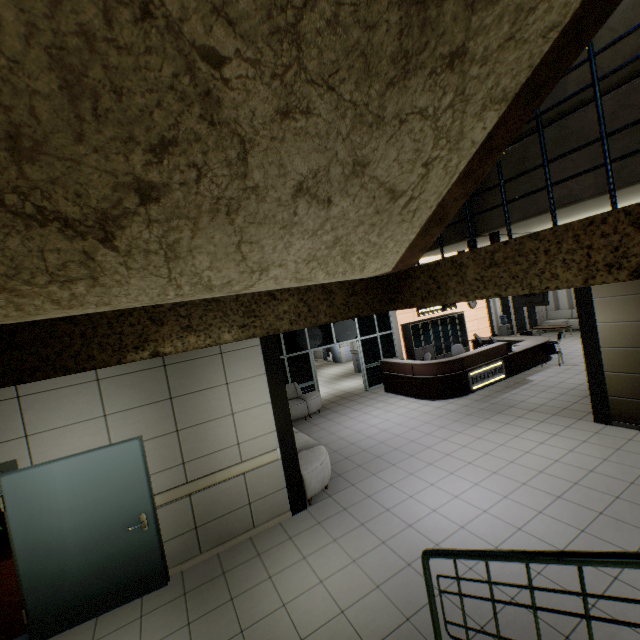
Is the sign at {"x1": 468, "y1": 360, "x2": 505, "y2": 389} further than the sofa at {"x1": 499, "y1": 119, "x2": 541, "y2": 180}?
Yes

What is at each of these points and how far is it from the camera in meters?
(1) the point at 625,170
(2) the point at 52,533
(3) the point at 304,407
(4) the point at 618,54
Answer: (1) sofa, 1.5 m
(2) door, 3.9 m
(3) sofa, 10.1 m
(4) sofa, 1.5 m

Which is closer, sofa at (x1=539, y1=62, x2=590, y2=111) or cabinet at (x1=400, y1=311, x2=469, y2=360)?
sofa at (x1=539, y1=62, x2=590, y2=111)

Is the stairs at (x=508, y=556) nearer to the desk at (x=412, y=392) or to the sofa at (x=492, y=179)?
the sofa at (x=492, y=179)

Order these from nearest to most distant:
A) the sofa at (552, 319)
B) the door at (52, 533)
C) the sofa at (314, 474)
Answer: the door at (52, 533), the sofa at (314, 474), the sofa at (552, 319)

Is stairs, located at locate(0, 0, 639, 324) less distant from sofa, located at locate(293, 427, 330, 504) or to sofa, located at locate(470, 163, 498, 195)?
sofa, located at locate(470, 163, 498, 195)

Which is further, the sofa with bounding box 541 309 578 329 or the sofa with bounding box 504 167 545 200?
the sofa with bounding box 541 309 578 329

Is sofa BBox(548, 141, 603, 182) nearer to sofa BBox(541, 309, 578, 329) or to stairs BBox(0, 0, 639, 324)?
stairs BBox(0, 0, 639, 324)
